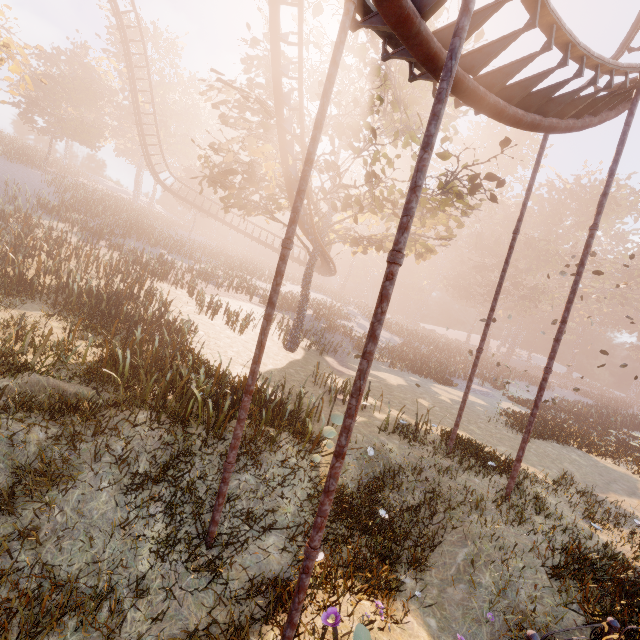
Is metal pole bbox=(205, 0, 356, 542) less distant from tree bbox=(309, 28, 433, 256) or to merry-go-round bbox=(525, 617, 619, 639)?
merry-go-round bbox=(525, 617, 619, 639)

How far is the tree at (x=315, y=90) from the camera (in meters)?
14.64

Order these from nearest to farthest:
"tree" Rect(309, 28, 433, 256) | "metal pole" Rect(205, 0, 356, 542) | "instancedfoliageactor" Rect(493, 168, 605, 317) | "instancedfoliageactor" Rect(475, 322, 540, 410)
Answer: "metal pole" Rect(205, 0, 356, 542) < "tree" Rect(309, 28, 433, 256) < "instancedfoliageactor" Rect(475, 322, 540, 410) < "instancedfoliageactor" Rect(493, 168, 605, 317)

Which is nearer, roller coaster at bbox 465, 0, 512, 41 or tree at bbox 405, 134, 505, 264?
roller coaster at bbox 465, 0, 512, 41

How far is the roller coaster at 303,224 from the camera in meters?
15.5 m

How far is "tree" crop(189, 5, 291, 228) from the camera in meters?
14.1

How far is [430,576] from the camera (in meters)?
6.81
